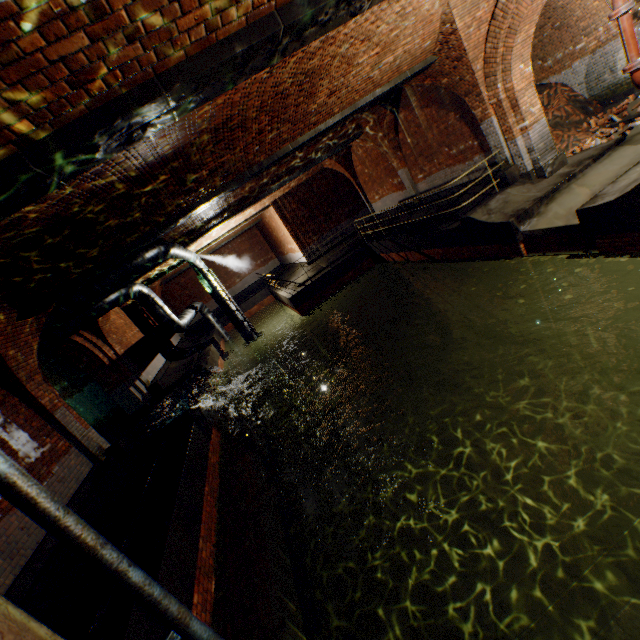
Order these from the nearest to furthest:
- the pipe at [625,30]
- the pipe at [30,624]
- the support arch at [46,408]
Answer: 1. the pipe at [30,624]
2. the pipe at [625,30]
3. the support arch at [46,408]

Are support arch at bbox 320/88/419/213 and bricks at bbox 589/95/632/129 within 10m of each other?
yes

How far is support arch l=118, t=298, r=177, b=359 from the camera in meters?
15.9 m

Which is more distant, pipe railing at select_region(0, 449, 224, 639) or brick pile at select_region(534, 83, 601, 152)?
brick pile at select_region(534, 83, 601, 152)

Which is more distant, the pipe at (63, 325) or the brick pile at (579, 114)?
the brick pile at (579, 114)

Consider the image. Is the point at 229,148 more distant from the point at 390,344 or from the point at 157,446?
the point at 390,344

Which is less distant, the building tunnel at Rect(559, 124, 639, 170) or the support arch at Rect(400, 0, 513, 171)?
the support arch at Rect(400, 0, 513, 171)

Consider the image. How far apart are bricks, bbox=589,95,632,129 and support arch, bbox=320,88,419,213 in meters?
5.9 m
